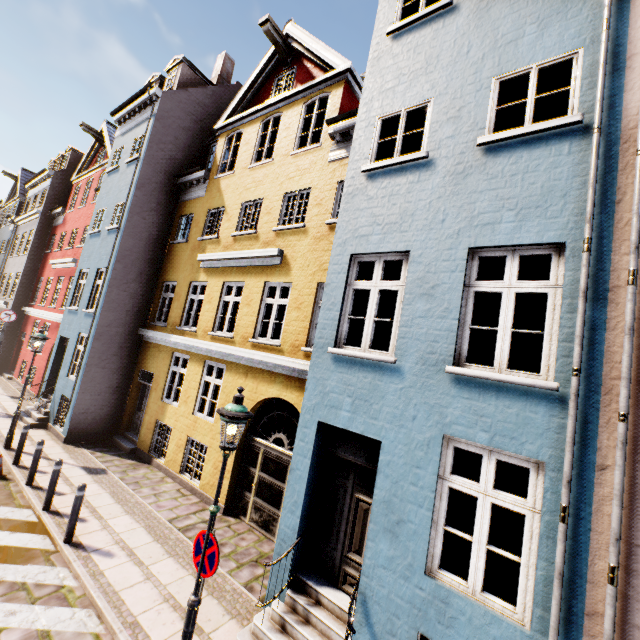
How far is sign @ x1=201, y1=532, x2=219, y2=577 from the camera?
4.15m

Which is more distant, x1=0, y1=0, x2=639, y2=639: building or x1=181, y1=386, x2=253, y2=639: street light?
x1=181, y1=386, x2=253, y2=639: street light

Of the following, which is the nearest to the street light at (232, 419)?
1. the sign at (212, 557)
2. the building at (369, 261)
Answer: the sign at (212, 557)

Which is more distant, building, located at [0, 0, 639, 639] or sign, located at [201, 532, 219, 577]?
sign, located at [201, 532, 219, 577]

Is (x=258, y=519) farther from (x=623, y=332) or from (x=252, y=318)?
(x=623, y=332)

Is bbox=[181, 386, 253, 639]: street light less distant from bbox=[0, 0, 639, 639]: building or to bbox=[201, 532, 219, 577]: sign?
bbox=[201, 532, 219, 577]: sign

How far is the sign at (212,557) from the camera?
4.15m
